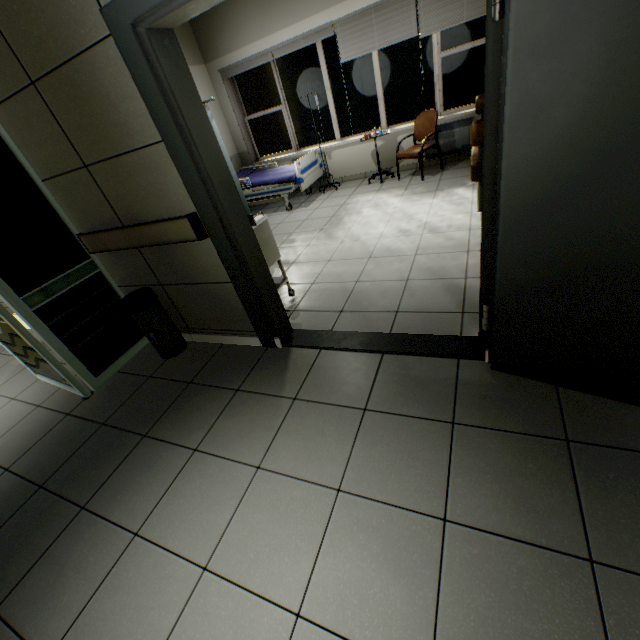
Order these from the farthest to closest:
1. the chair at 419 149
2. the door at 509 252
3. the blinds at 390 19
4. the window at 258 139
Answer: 1. the window at 258 139
2. the chair at 419 149
3. the blinds at 390 19
4. the door at 509 252

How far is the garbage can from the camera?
2.7m

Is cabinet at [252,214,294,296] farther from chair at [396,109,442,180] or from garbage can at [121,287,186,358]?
chair at [396,109,442,180]

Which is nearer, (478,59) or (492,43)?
(492,43)

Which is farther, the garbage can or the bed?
the bed

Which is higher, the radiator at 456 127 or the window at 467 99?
the window at 467 99

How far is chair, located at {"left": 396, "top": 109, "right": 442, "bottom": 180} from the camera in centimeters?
511cm

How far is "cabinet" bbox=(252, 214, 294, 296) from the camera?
2.78m
